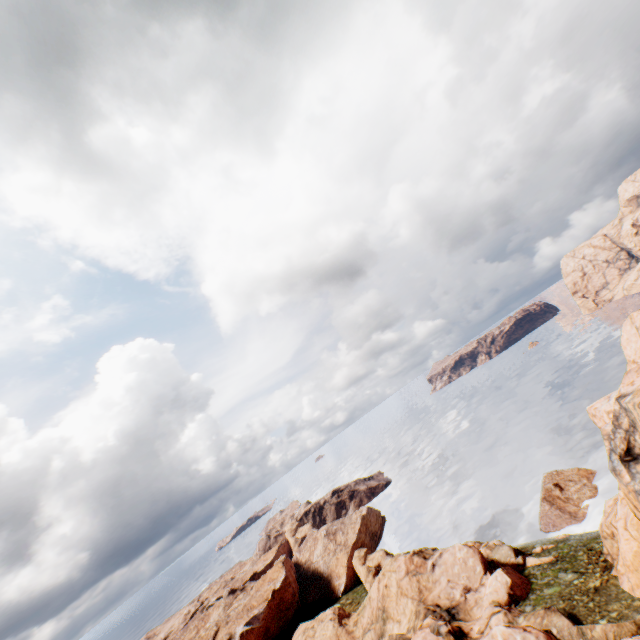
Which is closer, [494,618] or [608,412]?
[608,412]

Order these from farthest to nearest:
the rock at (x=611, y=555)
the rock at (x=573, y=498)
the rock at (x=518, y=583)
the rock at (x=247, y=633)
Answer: the rock at (x=247, y=633) < the rock at (x=573, y=498) < the rock at (x=518, y=583) < the rock at (x=611, y=555)

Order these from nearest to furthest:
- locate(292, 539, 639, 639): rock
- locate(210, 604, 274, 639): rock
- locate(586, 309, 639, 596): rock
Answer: locate(586, 309, 639, 596): rock < locate(292, 539, 639, 639): rock < locate(210, 604, 274, 639): rock

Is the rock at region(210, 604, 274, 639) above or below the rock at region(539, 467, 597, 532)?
above

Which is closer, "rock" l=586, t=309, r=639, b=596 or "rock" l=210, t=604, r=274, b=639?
"rock" l=586, t=309, r=639, b=596

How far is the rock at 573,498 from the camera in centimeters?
4691cm

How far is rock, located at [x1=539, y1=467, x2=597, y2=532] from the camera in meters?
46.9 m
